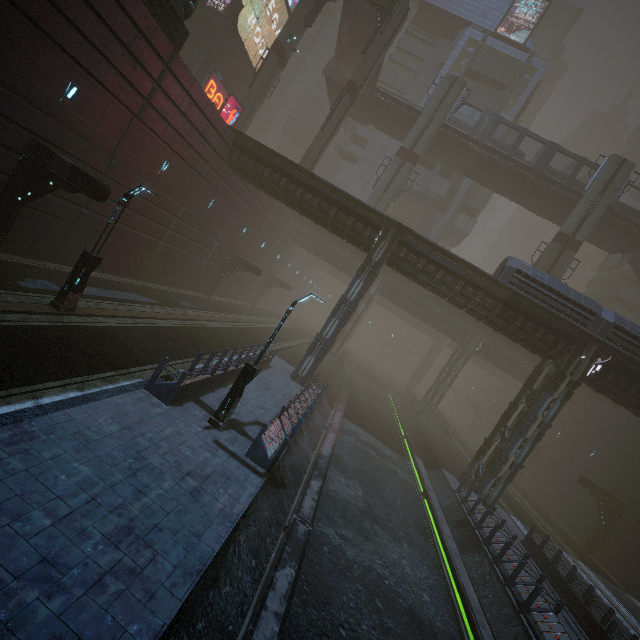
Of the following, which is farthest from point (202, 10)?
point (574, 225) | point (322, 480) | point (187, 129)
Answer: point (322, 480)

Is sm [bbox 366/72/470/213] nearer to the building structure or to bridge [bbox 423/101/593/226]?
bridge [bbox 423/101/593/226]

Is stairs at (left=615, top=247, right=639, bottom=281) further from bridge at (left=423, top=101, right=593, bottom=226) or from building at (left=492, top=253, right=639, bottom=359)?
building at (left=492, top=253, right=639, bottom=359)

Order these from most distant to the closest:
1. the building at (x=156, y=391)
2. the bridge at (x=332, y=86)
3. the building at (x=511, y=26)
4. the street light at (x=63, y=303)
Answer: the building at (x=511, y=26) < the bridge at (x=332, y=86) < the street light at (x=63, y=303) < the building at (x=156, y=391)

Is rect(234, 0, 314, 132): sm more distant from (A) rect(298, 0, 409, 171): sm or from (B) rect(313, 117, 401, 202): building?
(B) rect(313, 117, 401, 202): building

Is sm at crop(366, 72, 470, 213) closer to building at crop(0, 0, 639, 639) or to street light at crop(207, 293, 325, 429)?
building at crop(0, 0, 639, 639)

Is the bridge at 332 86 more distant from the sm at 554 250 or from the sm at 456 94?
the sm at 554 250

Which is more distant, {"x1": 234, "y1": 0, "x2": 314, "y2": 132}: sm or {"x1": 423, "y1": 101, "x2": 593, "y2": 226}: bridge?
{"x1": 423, "y1": 101, "x2": 593, "y2": 226}: bridge
